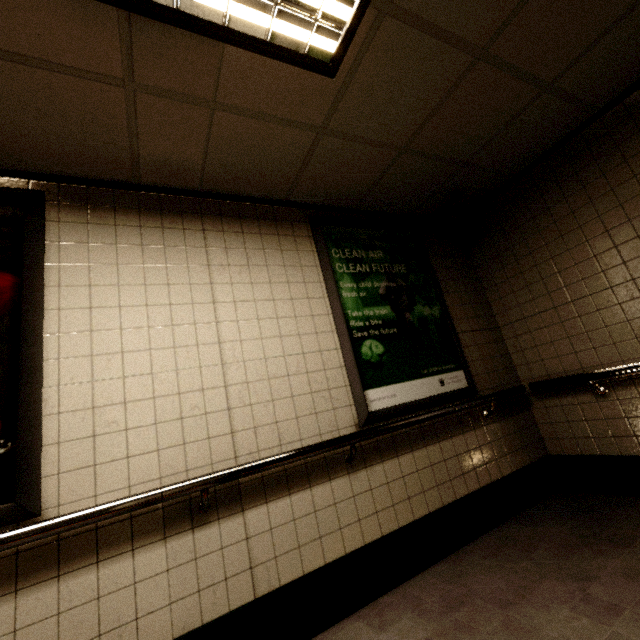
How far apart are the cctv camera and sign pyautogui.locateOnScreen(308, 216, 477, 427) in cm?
38

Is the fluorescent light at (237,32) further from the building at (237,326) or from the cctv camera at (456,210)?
the cctv camera at (456,210)

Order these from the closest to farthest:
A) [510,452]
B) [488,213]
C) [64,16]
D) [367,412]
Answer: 1. [64,16]
2. [367,412]
3. [510,452]
4. [488,213]

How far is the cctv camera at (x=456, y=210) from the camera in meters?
3.0

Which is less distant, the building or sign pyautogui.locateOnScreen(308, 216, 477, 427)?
the building

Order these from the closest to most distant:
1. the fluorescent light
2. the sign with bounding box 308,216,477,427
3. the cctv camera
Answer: the fluorescent light
the sign with bounding box 308,216,477,427
the cctv camera

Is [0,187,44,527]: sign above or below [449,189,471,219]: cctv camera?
below

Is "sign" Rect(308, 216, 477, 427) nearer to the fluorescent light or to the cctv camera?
the cctv camera
